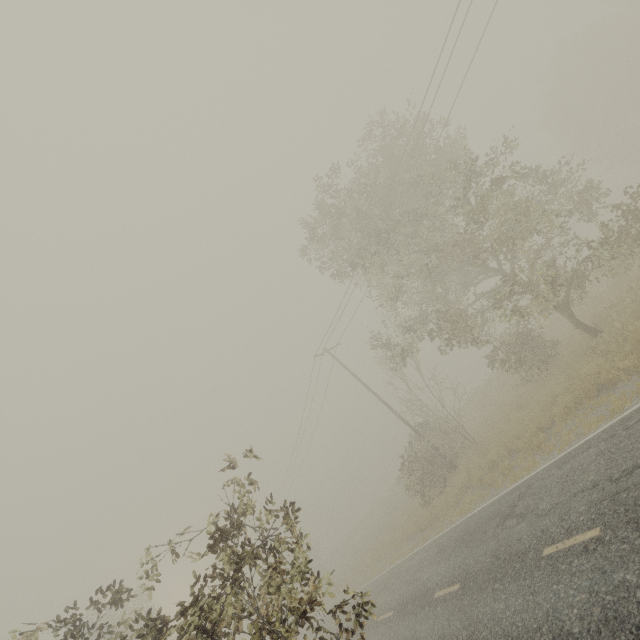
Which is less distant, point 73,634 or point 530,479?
point 73,634
